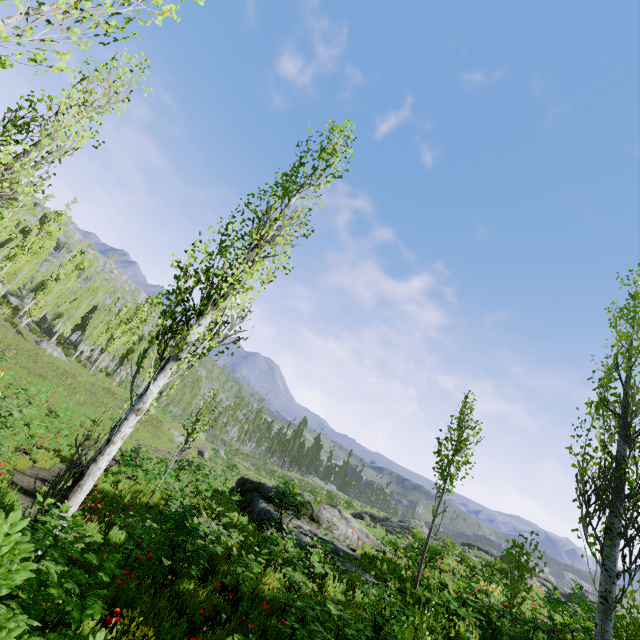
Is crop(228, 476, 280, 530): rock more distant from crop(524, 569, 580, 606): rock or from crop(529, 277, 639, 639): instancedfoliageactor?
crop(524, 569, 580, 606): rock

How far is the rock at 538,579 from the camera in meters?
20.0 m

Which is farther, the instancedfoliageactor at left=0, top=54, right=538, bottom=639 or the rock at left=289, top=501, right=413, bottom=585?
the rock at left=289, top=501, right=413, bottom=585

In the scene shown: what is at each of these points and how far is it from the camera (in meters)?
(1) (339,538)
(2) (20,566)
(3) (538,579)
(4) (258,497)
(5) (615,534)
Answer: (1) rock, 14.07
(2) instancedfoliageactor, 1.69
(3) rock, 25.05
(4) rock, 14.77
(5) instancedfoliageactor, 6.18

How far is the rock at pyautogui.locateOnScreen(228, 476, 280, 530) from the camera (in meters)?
12.76

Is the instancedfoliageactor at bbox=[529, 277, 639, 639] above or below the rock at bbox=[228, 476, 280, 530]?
above

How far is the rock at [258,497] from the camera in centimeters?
1276cm

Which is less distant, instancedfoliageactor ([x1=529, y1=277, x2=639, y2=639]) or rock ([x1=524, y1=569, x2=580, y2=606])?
instancedfoliageactor ([x1=529, y1=277, x2=639, y2=639])
